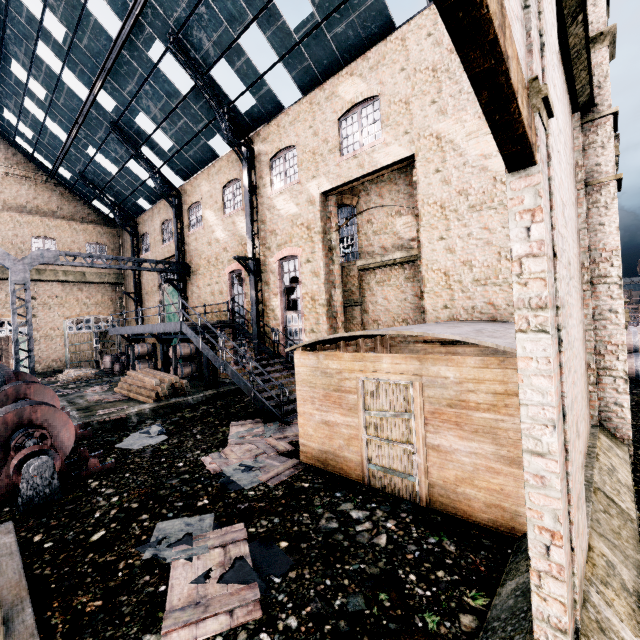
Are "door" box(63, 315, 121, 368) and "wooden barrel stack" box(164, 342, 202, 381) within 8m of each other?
no

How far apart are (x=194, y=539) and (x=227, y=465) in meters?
2.7 m

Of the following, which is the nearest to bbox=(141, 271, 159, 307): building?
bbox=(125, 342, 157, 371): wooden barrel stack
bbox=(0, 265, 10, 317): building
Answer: bbox=(0, 265, 10, 317): building

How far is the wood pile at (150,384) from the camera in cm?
1499

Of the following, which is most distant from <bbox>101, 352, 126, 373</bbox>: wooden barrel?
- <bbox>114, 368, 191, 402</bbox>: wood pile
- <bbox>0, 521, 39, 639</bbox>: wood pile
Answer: <bbox>0, 521, 39, 639</bbox>: wood pile

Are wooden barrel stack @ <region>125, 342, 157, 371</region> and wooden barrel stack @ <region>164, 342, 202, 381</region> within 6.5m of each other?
yes

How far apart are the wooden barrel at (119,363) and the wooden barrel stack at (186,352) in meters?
9.8

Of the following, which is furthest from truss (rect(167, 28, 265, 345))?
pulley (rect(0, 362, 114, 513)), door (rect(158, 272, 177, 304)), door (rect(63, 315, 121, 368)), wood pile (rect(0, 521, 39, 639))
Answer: door (rect(63, 315, 121, 368))
